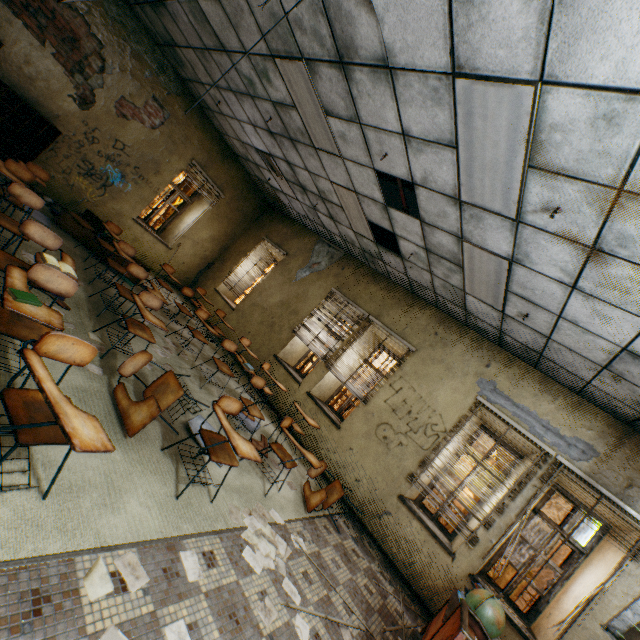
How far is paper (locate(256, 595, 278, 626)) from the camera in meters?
2.4 m

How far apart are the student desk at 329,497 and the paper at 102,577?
2.6m

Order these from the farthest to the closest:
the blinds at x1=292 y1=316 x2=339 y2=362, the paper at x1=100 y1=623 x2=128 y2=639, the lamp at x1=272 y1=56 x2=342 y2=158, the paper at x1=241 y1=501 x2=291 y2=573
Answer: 1. the blinds at x1=292 y1=316 x2=339 y2=362
2. the lamp at x1=272 y1=56 x2=342 y2=158
3. the paper at x1=241 y1=501 x2=291 y2=573
4. the paper at x1=100 y1=623 x2=128 y2=639

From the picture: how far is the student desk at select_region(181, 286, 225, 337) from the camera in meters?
5.4

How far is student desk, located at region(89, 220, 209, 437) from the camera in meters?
2.9

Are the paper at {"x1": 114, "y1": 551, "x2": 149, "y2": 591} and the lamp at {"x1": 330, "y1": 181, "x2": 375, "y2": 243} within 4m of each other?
no

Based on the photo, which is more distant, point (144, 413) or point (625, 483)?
point (625, 483)

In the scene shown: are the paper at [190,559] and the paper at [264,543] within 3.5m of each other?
yes
